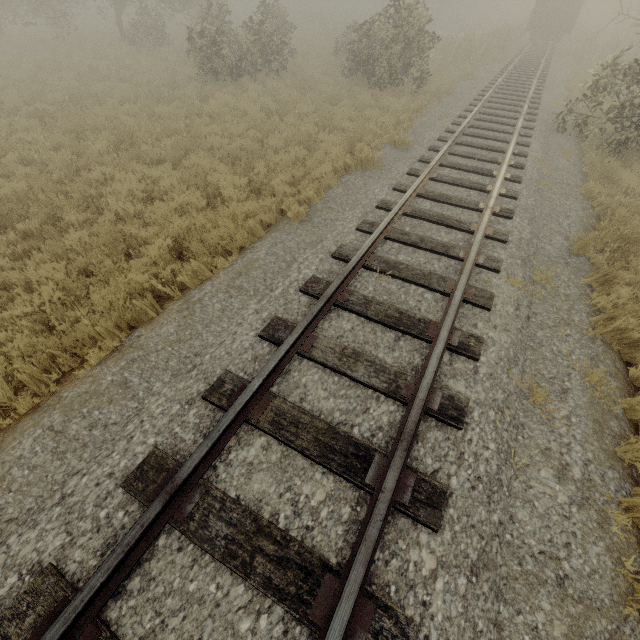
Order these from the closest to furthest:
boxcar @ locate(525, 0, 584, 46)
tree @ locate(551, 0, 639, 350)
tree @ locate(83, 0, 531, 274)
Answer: tree @ locate(551, 0, 639, 350), tree @ locate(83, 0, 531, 274), boxcar @ locate(525, 0, 584, 46)

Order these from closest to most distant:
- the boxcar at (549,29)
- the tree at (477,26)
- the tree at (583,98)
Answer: the tree at (583,98) → the tree at (477,26) → the boxcar at (549,29)

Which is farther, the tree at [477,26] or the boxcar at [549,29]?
the boxcar at [549,29]

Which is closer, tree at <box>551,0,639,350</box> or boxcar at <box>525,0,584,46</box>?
tree at <box>551,0,639,350</box>

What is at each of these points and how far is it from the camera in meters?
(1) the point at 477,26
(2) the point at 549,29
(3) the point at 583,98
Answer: (1) tree, 44.3
(2) boxcar, 25.9
(3) tree, 15.4

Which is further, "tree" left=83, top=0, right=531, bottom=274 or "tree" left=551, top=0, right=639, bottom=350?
"tree" left=83, top=0, right=531, bottom=274
